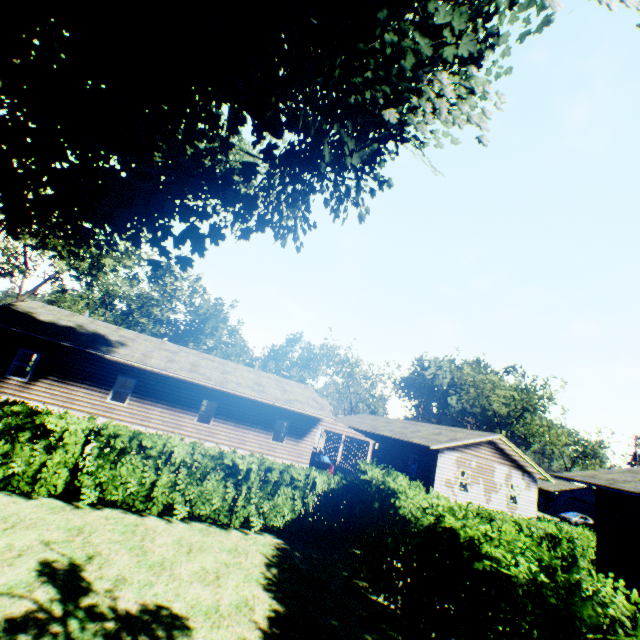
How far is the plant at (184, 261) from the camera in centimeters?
1179cm

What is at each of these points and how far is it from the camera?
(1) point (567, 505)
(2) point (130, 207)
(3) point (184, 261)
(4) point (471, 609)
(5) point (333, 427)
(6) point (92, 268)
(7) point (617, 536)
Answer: (1) garage door, 50.88m
(2) plant, 10.65m
(3) plant, 11.88m
(4) hedge, 4.86m
(5) car, 23.23m
(6) tree, 32.69m
(7) house, 11.36m

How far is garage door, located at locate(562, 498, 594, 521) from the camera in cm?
4772

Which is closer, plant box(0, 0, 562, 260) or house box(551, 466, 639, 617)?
plant box(0, 0, 562, 260)

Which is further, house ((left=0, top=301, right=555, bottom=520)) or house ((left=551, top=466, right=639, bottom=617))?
house ((left=0, top=301, right=555, bottom=520))

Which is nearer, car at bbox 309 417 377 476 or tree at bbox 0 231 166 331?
car at bbox 309 417 377 476

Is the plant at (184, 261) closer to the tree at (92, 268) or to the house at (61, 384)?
the tree at (92, 268)

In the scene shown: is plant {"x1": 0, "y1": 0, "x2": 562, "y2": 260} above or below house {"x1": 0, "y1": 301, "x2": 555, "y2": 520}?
above
